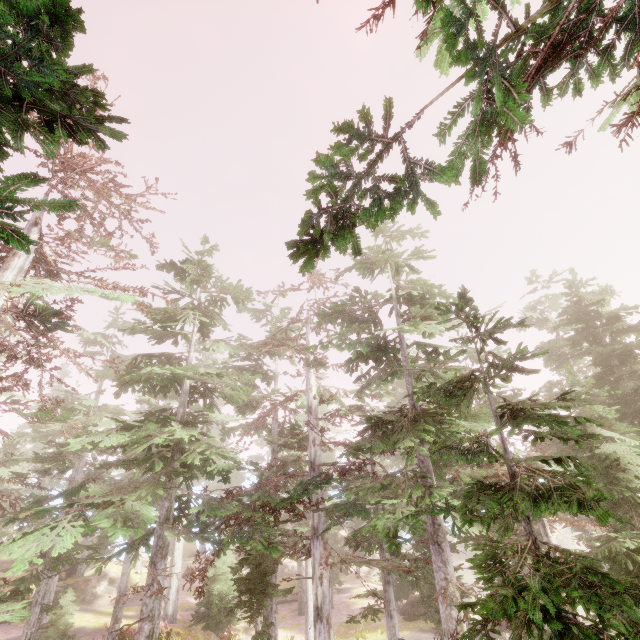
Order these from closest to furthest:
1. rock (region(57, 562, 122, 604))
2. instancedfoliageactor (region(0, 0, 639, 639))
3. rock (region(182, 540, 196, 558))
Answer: instancedfoliageactor (region(0, 0, 639, 639)) → rock (region(57, 562, 122, 604)) → rock (region(182, 540, 196, 558))

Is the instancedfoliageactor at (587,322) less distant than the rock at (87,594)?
Yes

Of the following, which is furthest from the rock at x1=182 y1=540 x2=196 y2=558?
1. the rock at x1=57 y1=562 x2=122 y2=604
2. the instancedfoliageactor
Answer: the rock at x1=57 y1=562 x2=122 y2=604

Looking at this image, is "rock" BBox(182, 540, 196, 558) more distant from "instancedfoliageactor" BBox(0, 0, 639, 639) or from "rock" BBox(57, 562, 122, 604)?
"rock" BBox(57, 562, 122, 604)

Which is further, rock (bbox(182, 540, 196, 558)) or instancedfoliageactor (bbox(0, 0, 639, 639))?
rock (bbox(182, 540, 196, 558))

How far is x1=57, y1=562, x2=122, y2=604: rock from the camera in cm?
2855

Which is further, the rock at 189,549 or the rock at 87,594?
the rock at 189,549

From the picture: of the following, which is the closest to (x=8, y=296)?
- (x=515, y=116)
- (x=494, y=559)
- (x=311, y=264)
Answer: (x=311, y=264)
